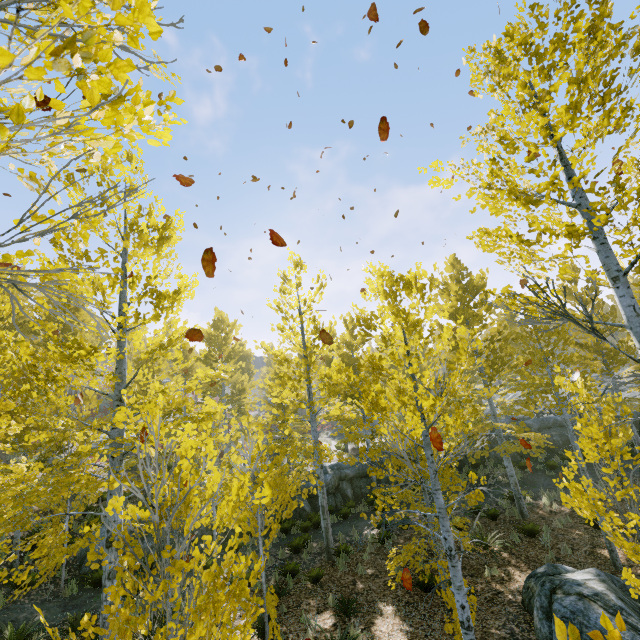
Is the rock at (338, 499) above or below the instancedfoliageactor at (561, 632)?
below

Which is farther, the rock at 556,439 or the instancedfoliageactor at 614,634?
the rock at 556,439

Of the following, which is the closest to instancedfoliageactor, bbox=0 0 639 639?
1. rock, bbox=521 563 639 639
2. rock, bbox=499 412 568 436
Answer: rock, bbox=499 412 568 436

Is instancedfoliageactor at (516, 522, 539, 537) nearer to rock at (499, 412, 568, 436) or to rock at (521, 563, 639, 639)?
rock at (499, 412, 568, 436)

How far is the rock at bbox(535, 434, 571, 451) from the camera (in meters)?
18.88

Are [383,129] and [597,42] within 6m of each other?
yes

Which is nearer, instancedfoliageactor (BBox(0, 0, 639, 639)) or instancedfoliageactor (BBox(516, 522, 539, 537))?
instancedfoliageactor (BBox(0, 0, 639, 639))
